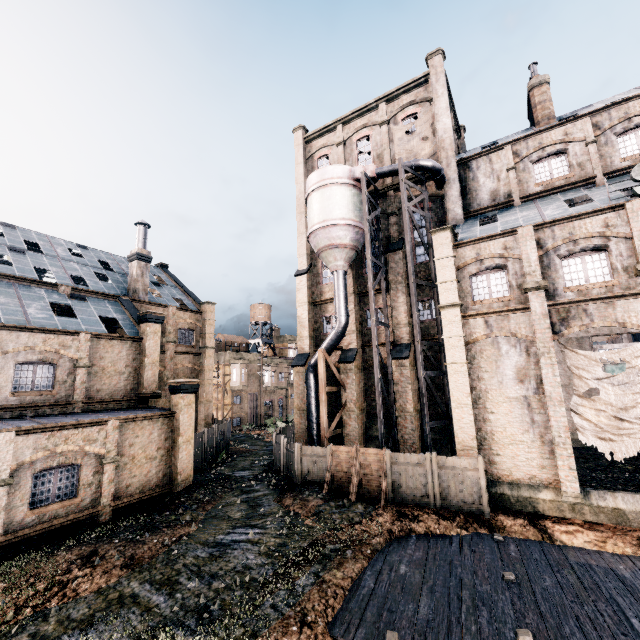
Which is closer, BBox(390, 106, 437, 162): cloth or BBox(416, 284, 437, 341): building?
BBox(416, 284, 437, 341): building

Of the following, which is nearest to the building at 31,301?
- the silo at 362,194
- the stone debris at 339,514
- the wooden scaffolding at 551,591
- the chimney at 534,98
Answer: the silo at 362,194

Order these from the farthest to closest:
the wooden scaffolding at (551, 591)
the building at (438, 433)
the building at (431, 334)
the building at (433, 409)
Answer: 1. the building at (431, 334)
2. the building at (433, 409)
3. the building at (438, 433)
4. the wooden scaffolding at (551, 591)

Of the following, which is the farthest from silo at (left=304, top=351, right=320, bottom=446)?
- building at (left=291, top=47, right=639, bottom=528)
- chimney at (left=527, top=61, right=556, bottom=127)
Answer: chimney at (left=527, top=61, right=556, bottom=127)

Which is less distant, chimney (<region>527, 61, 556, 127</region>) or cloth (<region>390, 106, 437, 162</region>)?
chimney (<region>527, 61, 556, 127</region>)

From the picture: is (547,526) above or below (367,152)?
below

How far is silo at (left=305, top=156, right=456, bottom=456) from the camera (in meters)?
20.73

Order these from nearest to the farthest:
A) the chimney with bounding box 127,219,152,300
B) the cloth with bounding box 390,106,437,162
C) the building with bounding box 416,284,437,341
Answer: the building with bounding box 416,284,437,341, the cloth with bounding box 390,106,437,162, the chimney with bounding box 127,219,152,300
